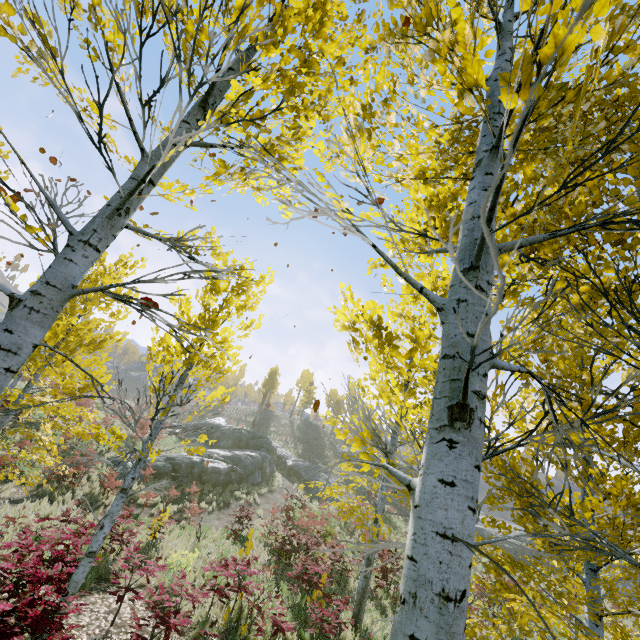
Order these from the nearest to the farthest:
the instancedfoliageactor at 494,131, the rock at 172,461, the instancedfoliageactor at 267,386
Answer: the instancedfoliageactor at 494,131 → the rock at 172,461 → the instancedfoliageactor at 267,386

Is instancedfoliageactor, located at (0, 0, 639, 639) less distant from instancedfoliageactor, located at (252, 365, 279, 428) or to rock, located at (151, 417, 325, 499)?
rock, located at (151, 417, 325, 499)

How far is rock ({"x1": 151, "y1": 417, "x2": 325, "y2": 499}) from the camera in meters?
19.6

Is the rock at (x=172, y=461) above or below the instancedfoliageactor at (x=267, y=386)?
below

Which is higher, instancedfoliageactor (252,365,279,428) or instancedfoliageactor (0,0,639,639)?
instancedfoliageactor (252,365,279,428)

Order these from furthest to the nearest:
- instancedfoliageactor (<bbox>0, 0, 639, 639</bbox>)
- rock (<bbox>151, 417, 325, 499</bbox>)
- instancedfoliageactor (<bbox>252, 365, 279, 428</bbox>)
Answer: instancedfoliageactor (<bbox>252, 365, 279, 428</bbox>)
rock (<bbox>151, 417, 325, 499</bbox>)
instancedfoliageactor (<bbox>0, 0, 639, 639</bbox>)

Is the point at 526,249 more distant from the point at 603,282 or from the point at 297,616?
the point at 297,616
